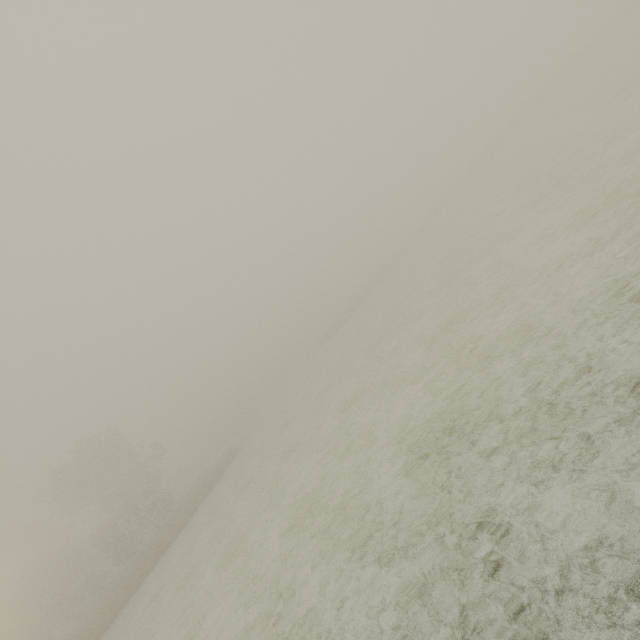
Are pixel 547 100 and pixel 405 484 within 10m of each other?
no
